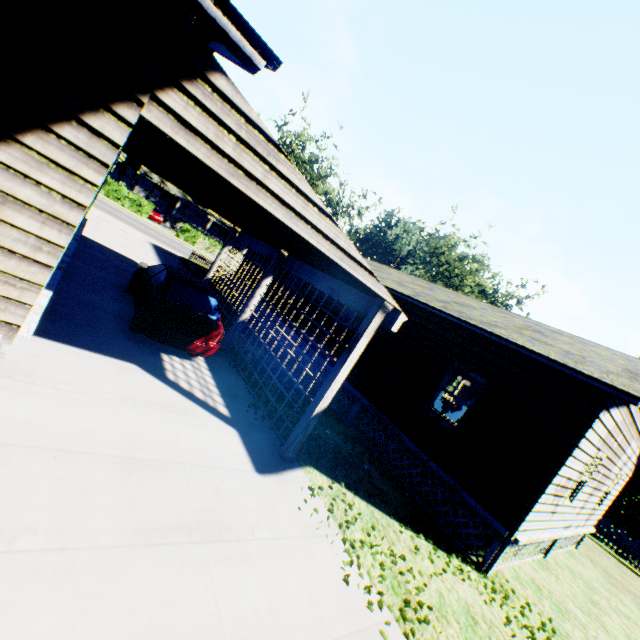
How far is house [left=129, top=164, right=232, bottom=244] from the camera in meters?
47.3 m

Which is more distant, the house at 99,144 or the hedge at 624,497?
the hedge at 624,497

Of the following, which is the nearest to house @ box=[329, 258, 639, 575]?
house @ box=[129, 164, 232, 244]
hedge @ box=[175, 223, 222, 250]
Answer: hedge @ box=[175, 223, 222, 250]

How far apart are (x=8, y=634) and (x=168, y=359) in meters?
5.6 m

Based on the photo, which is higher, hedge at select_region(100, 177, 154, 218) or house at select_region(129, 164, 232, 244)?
house at select_region(129, 164, 232, 244)

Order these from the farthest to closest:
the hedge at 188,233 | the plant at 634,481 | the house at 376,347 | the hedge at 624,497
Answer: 1. the plant at 634,481
2. the hedge at 188,233
3. the hedge at 624,497
4. the house at 376,347

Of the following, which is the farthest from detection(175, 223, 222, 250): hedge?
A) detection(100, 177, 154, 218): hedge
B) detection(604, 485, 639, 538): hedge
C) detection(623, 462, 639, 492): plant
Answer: detection(623, 462, 639, 492): plant

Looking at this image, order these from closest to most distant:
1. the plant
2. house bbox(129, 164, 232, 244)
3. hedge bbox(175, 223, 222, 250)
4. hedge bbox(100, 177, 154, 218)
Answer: hedge bbox(100, 177, 154, 218)
hedge bbox(175, 223, 222, 250)
the plant
house bbox(129, 164, 232, 244)
